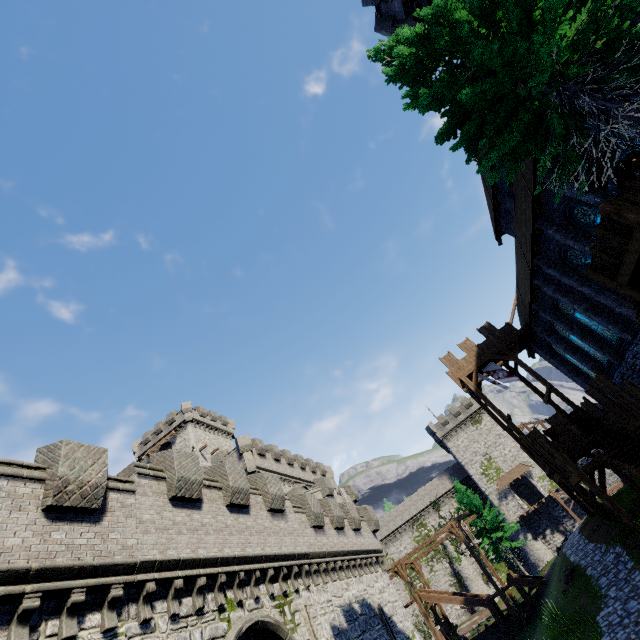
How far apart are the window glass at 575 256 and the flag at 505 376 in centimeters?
978cm

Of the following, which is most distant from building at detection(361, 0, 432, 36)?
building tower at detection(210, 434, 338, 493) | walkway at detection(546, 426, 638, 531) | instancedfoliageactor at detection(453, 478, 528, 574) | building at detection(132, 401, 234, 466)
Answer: building at detection(132, 401, 234, 466)

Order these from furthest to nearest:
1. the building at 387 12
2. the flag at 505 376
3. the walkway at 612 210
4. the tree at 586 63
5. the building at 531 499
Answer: the building at 531 499 → the flag at 505 376 → the building at 387 12 → the walkway at 612 210 → the tree at 586 63

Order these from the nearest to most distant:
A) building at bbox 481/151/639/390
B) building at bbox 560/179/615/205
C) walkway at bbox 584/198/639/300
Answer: walkway at bbox 584/198/639/300, building at bbox 560/179/615/205, building at bbox 481/151/639/390

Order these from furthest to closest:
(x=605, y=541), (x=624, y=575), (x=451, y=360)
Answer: (x=451, y=360)
(x=605, y=541)
(x=624, y=575)

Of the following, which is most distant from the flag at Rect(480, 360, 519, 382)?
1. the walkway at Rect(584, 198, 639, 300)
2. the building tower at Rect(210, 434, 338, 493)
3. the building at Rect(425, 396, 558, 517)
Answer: the building at Rect(425, 396, 558, 517)

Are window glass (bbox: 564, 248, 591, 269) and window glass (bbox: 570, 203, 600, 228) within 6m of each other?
yes

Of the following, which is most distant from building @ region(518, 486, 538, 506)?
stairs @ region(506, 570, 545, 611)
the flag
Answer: the flag
